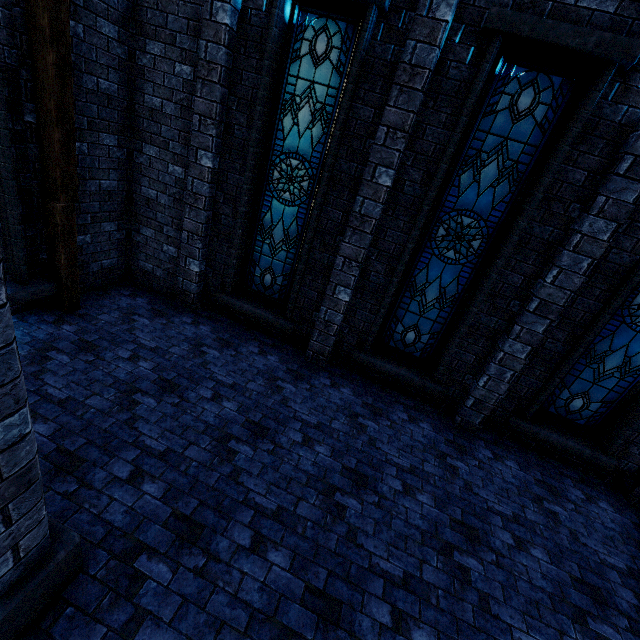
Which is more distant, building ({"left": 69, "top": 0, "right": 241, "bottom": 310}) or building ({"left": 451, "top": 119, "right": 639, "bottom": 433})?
building ({"left": 69, "top": 0, "right": 241, "bottom": 310})

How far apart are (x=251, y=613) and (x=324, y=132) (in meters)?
6.13

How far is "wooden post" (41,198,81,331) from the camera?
4.8 meters

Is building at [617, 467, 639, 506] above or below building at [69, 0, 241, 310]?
below

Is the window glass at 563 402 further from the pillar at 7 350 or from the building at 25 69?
the pillar at 7 350

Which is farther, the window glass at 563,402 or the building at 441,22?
the window glass at 563,402

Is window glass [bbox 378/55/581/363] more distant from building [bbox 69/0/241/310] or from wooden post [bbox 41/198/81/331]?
wooden post [bbox 41/198/81/331]

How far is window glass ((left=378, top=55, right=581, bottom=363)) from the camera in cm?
428
